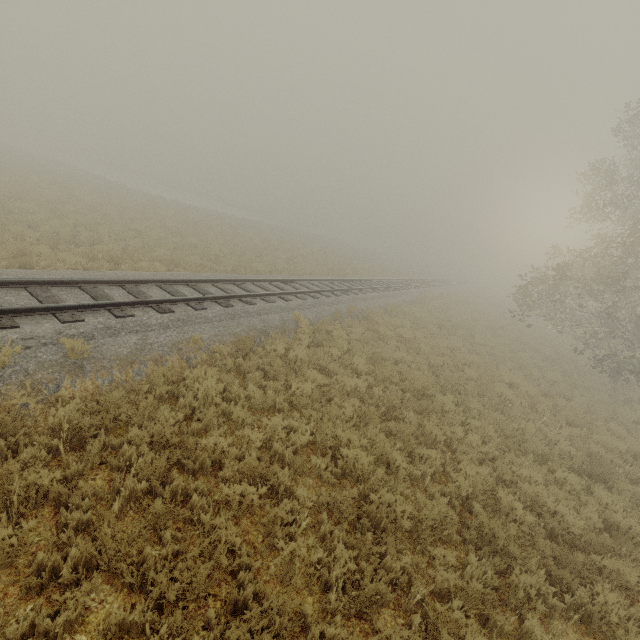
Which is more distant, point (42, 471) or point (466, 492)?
point (466, 492)
